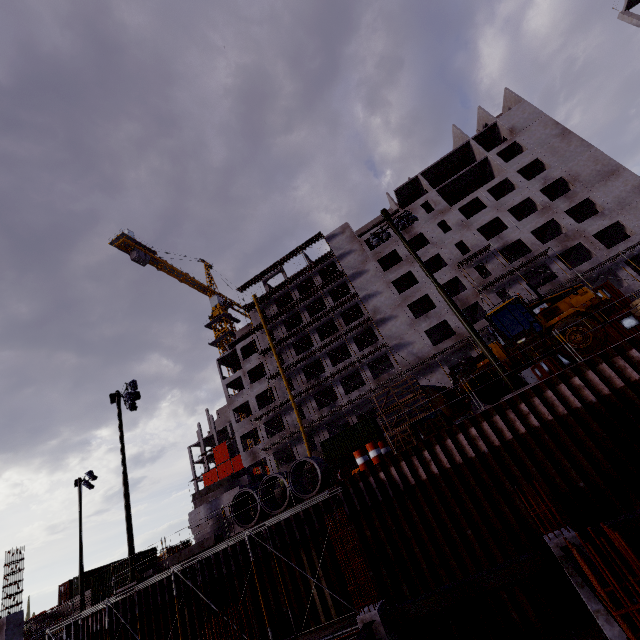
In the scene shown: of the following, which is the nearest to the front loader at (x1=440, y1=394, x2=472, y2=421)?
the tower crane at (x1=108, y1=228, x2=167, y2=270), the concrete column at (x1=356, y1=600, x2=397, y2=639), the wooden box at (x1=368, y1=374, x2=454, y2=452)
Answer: the wooden box at (x1=368, y1=374, x2=454, y2=452)

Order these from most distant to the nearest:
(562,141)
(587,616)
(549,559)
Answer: (562,141) → (587,616) → (549,559)

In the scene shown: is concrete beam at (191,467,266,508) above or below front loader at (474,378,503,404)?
above

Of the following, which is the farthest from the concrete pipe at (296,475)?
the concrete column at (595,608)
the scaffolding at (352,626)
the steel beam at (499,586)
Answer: the concrete column at (595,608)

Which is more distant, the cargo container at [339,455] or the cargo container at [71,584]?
the cargo container at [71,584]

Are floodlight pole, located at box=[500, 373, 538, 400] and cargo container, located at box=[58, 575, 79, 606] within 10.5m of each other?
no

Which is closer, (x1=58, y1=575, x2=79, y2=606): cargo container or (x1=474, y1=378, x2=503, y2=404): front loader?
(x1=474, y1=378, x2=503, y2=404): front loader

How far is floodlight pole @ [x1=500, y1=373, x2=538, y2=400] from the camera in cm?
1238
